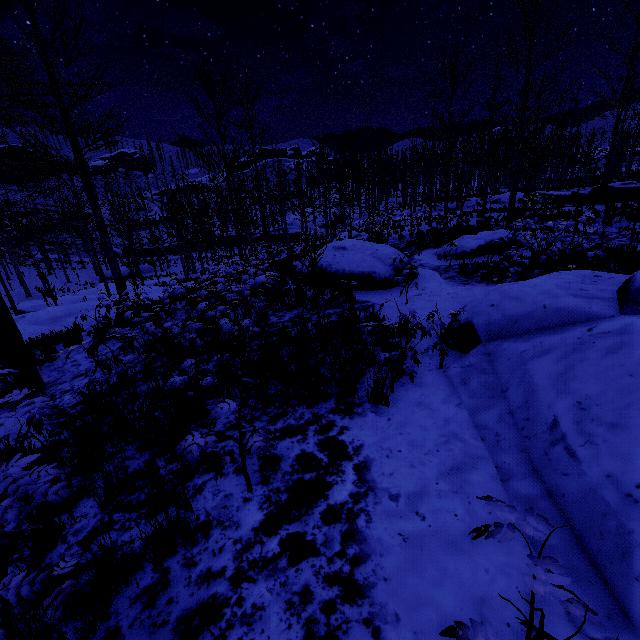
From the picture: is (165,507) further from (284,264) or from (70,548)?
(284,264)

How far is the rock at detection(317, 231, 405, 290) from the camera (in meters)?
9.80

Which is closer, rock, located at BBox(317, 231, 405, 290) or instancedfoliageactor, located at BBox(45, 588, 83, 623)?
instancedfoliageactor, located at BBox(45, 588, 83, 623)

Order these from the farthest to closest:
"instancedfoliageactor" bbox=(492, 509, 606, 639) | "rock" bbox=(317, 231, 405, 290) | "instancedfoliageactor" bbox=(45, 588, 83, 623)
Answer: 1. "rock" bbox=(317, 231, 405, 290)
2. "instancedfoliageactor" bbox=(45, 588, 83, 623)
3. "instancedfoliageactor" bbox=(492, 509, 606, 639)

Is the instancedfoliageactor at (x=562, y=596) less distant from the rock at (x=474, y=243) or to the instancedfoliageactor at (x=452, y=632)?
the instancedfoliageactor at (x=452, y=632)

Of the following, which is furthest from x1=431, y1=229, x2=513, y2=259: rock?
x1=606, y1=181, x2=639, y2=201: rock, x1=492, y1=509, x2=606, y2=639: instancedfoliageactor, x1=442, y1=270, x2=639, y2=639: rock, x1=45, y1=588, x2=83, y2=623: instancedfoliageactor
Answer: x1=606, y1=181, x2=639, y2=201: rock

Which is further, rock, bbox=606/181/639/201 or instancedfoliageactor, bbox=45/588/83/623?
rock, bbox=606/181/639/201

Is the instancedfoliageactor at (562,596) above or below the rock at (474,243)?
above
